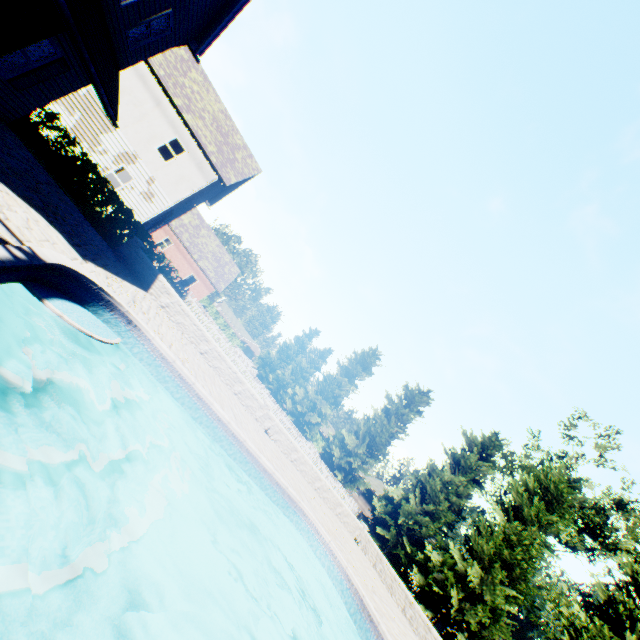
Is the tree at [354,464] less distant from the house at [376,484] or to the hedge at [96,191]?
the house at [376,484]

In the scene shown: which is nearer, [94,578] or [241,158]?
[94,578]

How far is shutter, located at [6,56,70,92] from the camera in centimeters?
886cm

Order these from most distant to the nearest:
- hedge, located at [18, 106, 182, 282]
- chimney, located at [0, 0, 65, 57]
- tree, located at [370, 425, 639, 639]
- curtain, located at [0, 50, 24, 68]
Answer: tree, located at [370, 425, 639, 639] → hedge, located at [18, 106, 182, 282] → curtain, located at [0, 50, 24, 68] → chimney, located at [0, 0, 65, 57]

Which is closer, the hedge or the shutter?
the shutter

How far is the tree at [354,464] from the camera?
25.4m

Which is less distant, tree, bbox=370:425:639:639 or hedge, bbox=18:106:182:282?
hedge, bbox=18:106:182:282

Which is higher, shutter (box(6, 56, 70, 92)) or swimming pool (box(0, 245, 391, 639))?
shutter (box(6, 56, 70, 92))
